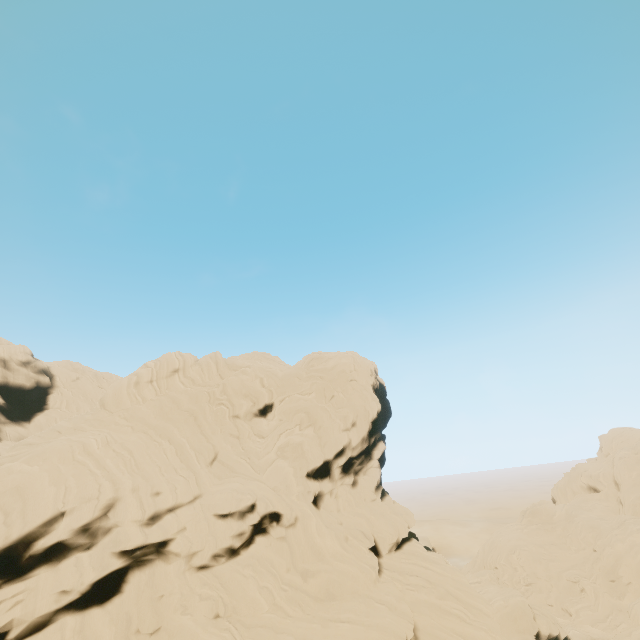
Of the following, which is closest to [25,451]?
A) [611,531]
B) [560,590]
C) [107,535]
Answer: [107,535]
